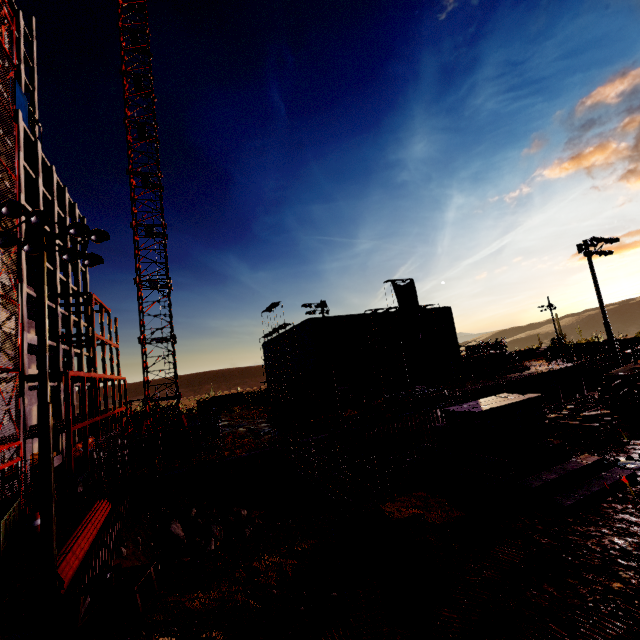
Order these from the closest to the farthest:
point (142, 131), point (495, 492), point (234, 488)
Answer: point (495, 492), point (234, 488), point (142, 131)

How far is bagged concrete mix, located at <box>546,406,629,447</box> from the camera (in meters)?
14.74

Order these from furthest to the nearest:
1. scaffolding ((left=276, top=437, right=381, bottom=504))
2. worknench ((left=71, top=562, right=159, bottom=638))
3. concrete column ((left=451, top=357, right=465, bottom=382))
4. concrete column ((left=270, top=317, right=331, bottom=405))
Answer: concrete column ((left=451, top=357, right=465, bottom=382)) < concrete column ((left=270, top=317, right=331, bottom=405)) < scaffolding ((left=276, top=437, right=381, bottom=504)) < worknench ((left=71, top=562, right=159, bottom=638))

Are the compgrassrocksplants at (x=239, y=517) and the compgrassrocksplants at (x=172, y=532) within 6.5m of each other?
yes

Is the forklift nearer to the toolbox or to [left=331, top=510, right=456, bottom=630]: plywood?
[left=331, top=510, right=456, bottom=630]: plywood

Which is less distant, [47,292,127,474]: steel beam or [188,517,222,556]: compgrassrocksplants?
[188,517,222,556]: compgrassrocksplants

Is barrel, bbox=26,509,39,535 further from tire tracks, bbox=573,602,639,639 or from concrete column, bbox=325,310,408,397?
concrete column, bbox=325,310,408,397

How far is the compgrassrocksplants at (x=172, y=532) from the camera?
17.5m
